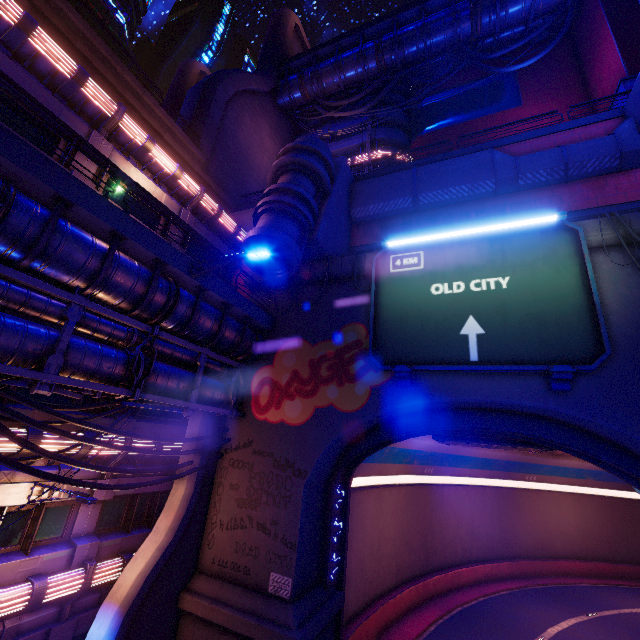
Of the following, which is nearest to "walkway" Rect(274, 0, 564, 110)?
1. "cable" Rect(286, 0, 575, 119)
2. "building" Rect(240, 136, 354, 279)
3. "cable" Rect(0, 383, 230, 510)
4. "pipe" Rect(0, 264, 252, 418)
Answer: "cable" Rect(286, 0, 575, 119)

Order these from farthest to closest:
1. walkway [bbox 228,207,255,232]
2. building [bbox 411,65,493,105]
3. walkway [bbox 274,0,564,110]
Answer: building [bbox 411,65,493,105], walkway [bbox 274,0,564,110], walkway [bbox 228,207,255,232]

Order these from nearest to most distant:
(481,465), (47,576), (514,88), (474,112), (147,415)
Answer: (47,576) < (147,415) < (514,88) < (474,112) < (481,465)

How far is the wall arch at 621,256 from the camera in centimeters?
1131cm

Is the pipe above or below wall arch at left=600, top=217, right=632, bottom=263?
below

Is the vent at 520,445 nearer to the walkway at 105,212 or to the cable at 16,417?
the walkway at 105,212

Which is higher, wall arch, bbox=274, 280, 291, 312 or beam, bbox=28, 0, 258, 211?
beam, bbox=28, 0, 258, 211

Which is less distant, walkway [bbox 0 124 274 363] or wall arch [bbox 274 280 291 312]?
walkway [bbox 0 124 274 363]
